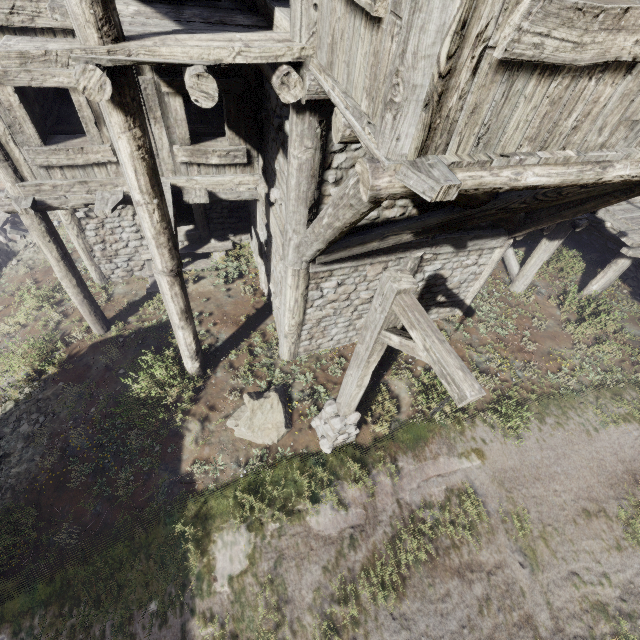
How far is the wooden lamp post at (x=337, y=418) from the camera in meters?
2.9

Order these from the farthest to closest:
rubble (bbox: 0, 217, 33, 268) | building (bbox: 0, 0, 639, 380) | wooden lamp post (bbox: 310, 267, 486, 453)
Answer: rubble (bbox: 0, 217, 33, 268) → wooden lamp post (bbox: 310, 267, 486, 453) → building (bbox: 0, 0, 639, 380)

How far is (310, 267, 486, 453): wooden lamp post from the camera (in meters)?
2.93

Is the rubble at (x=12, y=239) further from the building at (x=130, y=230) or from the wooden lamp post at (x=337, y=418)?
the wooden lamp post at (x=337, y=418)

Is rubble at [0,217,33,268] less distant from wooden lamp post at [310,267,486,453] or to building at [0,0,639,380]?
building at [0,0,639,380]

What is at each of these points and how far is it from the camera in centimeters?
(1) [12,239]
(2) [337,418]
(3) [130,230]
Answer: (1) rubble, 1238cm
(2) wooden lamp post, 610cm
(3) building, 948cm
